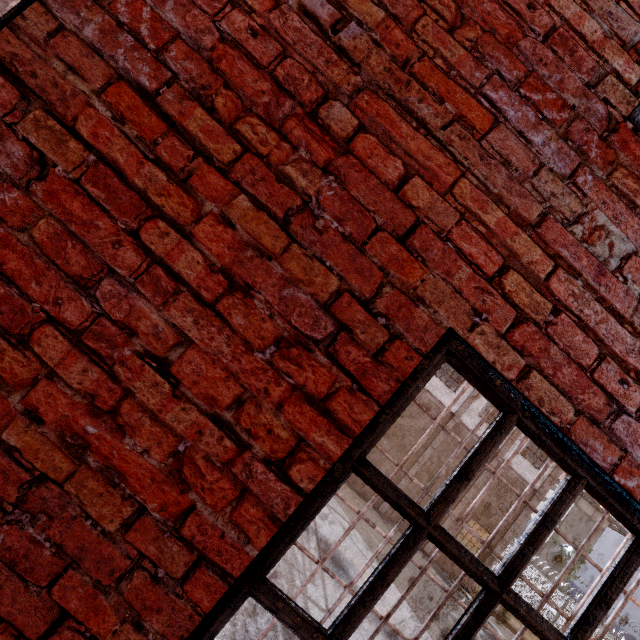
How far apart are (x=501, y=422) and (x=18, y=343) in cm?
150

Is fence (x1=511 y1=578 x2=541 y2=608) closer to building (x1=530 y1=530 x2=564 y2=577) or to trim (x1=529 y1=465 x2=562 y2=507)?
trim (x1=529 y1=465 x2=562 y2=507)

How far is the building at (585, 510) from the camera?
31.1m

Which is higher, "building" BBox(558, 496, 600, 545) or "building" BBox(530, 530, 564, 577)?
"building" BBox(558, 496, 600, 545)

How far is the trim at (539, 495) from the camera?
16.2 meters

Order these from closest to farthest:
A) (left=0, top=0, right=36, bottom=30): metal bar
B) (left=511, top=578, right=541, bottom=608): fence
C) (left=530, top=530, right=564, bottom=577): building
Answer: (left=0, top=0, right=36, bottom=30): metal bar, (left=511, top=578, right=541, bottom=608): fence, (left=530, top=530, right=564, bottom=577): building

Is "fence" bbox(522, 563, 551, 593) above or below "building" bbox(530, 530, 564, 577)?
below

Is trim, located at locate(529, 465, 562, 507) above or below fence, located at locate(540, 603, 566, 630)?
above
